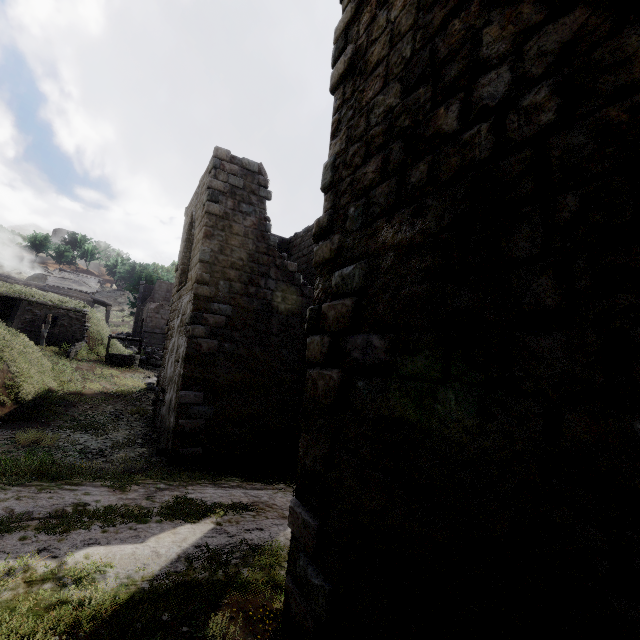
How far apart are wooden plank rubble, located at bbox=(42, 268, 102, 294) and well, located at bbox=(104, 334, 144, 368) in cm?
2485

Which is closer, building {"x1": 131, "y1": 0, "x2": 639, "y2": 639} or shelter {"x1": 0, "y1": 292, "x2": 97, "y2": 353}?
building {"x1": 131, "y1": 0, "x2": 639, "y2": 639}

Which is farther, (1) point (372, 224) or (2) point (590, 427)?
(1) point (372, 224)

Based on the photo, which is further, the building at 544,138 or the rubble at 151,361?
the rubble at 151,361

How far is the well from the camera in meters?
21.2

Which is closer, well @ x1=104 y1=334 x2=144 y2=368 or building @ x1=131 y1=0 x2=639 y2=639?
building @ x1=131 y1=0 x2=639 y2=639

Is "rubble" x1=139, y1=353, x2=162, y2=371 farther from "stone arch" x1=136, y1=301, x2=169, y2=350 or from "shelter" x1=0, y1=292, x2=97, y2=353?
"stone arch" x1=136, y1=301, x2=169, y2=350

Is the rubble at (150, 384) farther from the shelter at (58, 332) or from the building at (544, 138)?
the shelter at (58, 332)
